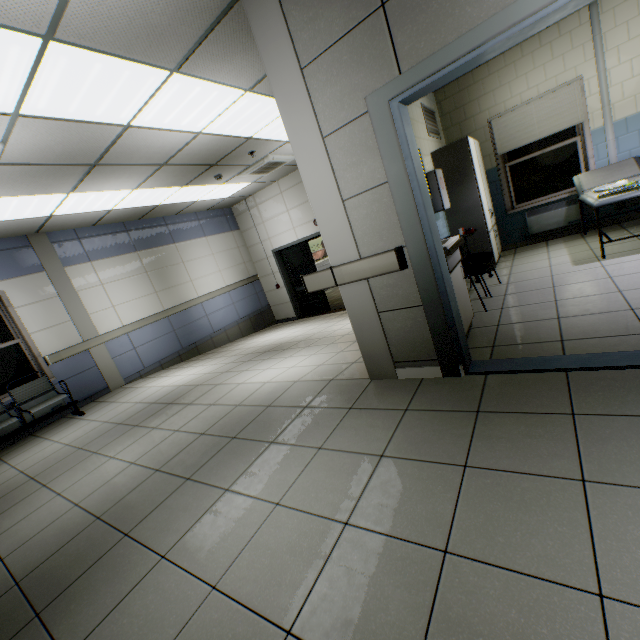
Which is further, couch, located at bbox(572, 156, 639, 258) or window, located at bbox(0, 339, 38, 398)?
window, located at bbox(0, 339, 38, 398)

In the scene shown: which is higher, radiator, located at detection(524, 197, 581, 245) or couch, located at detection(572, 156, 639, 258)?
couch, located at detection(572, 156, 639, 258)

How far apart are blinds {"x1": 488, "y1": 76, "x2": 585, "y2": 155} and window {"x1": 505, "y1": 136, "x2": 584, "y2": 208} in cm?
27

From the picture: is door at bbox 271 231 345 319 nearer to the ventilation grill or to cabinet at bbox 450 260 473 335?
the ventilation grill

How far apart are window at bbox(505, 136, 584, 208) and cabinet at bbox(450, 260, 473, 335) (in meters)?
4.02

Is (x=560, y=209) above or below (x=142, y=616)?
above

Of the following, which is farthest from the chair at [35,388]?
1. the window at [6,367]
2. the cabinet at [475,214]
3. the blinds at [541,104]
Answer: the blinds at [541,104]

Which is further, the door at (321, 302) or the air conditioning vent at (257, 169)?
the door at (321, 302)
